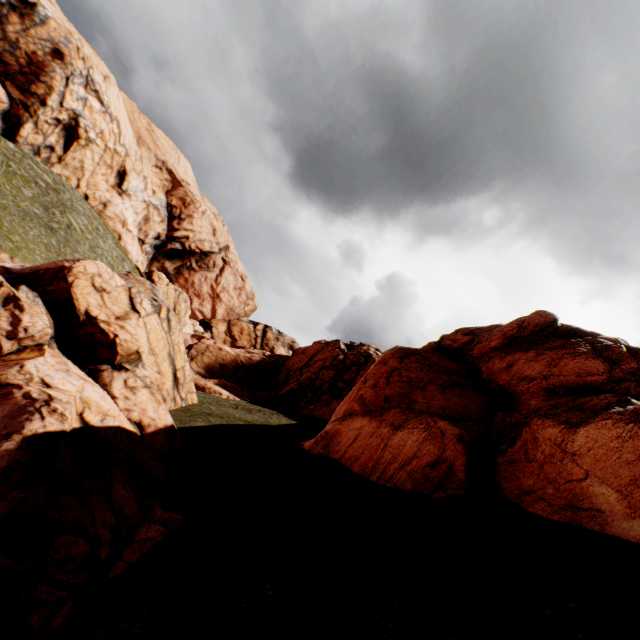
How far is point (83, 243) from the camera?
28.94m
